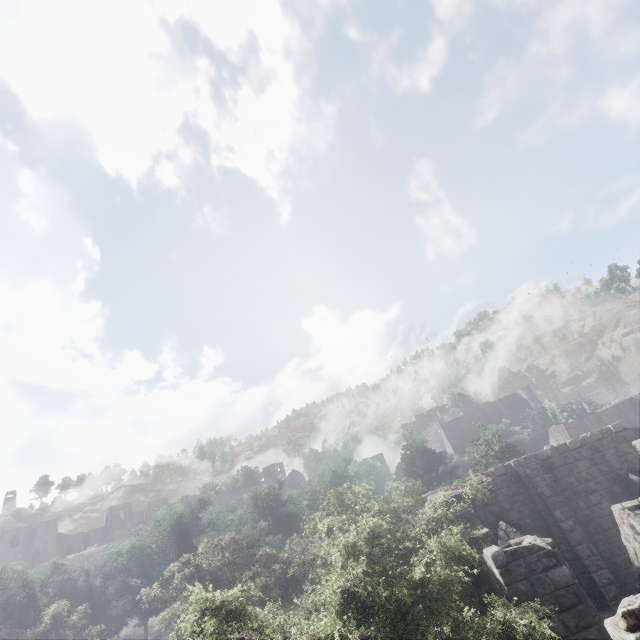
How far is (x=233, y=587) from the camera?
20.4 meters
